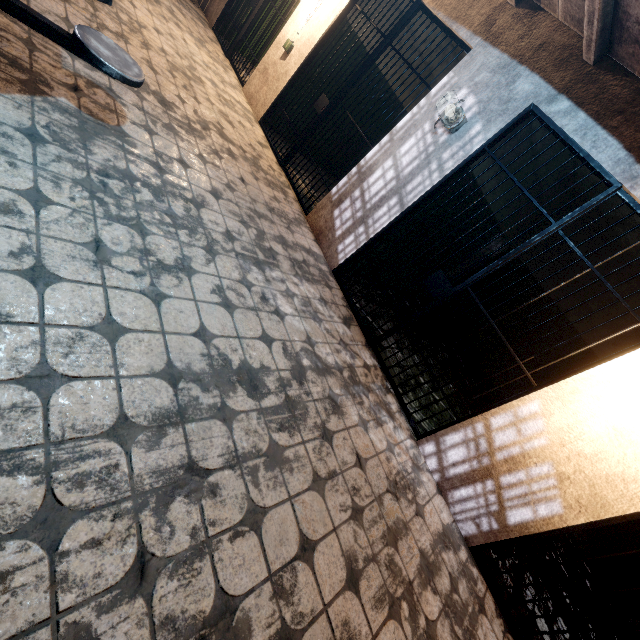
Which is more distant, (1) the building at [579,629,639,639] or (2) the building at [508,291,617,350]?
(2) the building at [508,291,617,350]

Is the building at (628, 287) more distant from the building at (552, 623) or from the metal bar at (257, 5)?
the metal bar at (257, 5)

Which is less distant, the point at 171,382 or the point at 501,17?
the point at 171,382

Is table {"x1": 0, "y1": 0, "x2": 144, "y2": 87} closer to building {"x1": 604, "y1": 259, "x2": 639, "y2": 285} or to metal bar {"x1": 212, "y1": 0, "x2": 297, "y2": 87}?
building {"x1": 604, "y1": 259, "x2": 639, "y2": 285}

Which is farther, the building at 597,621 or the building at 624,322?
the building at 624,322

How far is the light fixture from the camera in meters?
3.0 m

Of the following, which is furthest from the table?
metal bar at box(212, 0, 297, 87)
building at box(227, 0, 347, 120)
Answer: metal bar at box(212, 0, 297, 87)

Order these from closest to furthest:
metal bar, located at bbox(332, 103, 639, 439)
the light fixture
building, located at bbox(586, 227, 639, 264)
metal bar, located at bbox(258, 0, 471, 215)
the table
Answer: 1. the table
2. metal bar, located at bbox(332, 103, 639, 439)
3. the light fixture
4. metal bar, located at bbox(258, 0, 471, 215)
5. building, located at bbox(586, 227, 639, 264)
